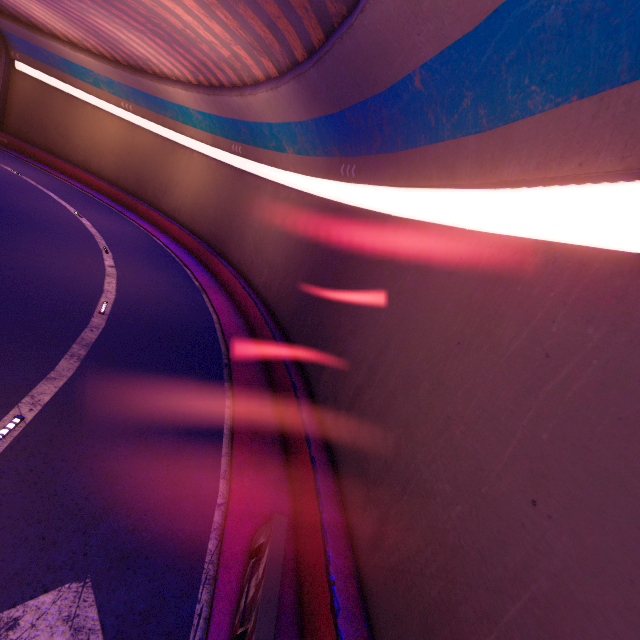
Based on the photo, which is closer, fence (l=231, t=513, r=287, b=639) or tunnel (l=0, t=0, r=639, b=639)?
tunnel (l=0, t=0, r=639, b=639)

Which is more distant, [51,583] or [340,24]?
[340,24]

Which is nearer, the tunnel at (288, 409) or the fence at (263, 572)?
the tunnel at (288, 409)
